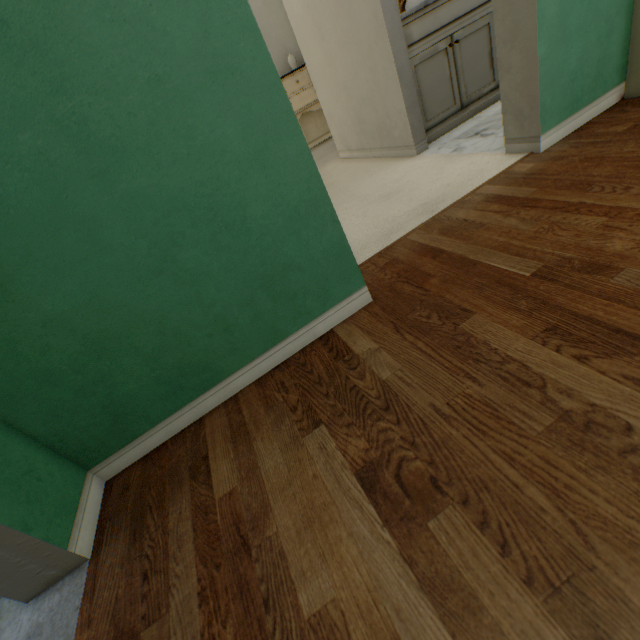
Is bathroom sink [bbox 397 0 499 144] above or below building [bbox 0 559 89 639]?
above

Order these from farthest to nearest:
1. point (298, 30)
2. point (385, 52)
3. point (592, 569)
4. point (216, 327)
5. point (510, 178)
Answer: point (298, 30) < point (385, 52) < point (510, 178) < point (216, 327) < point (592, 569)

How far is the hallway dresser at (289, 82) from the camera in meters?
4.2 m

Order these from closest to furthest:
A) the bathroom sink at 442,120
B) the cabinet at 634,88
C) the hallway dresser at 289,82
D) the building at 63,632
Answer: the building at 63,632 → the cabinet at 634,88 → the bathroom sink at 442,120 → the hallway dresser at 289,82

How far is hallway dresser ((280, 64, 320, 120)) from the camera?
4.23m

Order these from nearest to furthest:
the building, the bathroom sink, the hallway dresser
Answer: the building → the bathroom sink → the hallway dresser

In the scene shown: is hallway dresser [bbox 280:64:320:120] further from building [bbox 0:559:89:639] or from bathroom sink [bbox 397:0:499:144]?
building [bbox 0:559:89:639]

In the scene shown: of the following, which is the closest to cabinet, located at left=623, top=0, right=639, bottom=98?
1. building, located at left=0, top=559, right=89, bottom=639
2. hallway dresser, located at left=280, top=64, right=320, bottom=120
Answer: building, located at left=0, top=559, right=89, bottom=639
